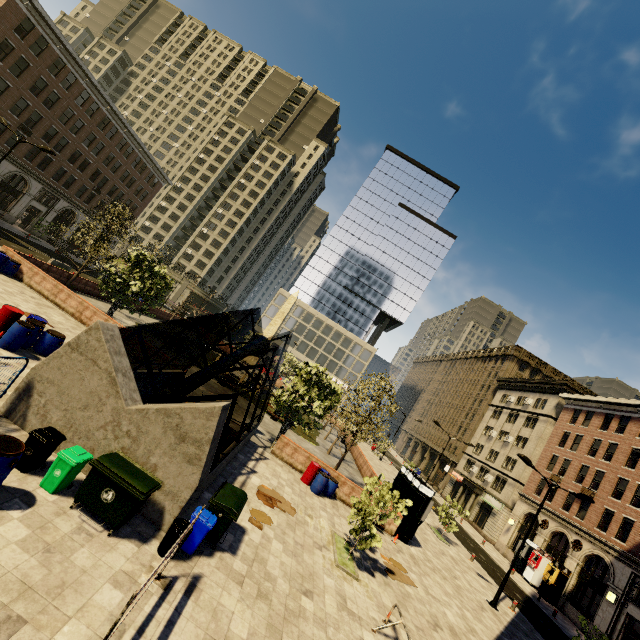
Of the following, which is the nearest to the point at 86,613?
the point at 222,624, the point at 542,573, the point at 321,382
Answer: the point at 222,624

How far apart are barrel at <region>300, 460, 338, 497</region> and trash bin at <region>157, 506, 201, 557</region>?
10.5 meters

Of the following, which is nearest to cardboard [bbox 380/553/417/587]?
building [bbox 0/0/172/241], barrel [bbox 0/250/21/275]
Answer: barrel [bbox 0/250/21/275]

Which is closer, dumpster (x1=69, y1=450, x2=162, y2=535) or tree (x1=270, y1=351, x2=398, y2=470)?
dumpster (x1=69, y1=450, x2=162, y2=535)

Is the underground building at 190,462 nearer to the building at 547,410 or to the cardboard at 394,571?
the cardboard at 394,571

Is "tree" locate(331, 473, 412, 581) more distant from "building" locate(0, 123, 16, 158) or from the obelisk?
the obelisk

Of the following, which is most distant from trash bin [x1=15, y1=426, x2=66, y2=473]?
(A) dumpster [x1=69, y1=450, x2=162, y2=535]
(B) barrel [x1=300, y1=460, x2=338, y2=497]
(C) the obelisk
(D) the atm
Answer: (C) the obelisk

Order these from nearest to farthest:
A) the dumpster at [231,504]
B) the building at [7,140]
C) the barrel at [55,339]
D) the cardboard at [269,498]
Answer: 1. the dumpster at [231,504]
2. the barrel at [55,339]
3. the cardboard at [269,498]
4. the building at [7,140]
